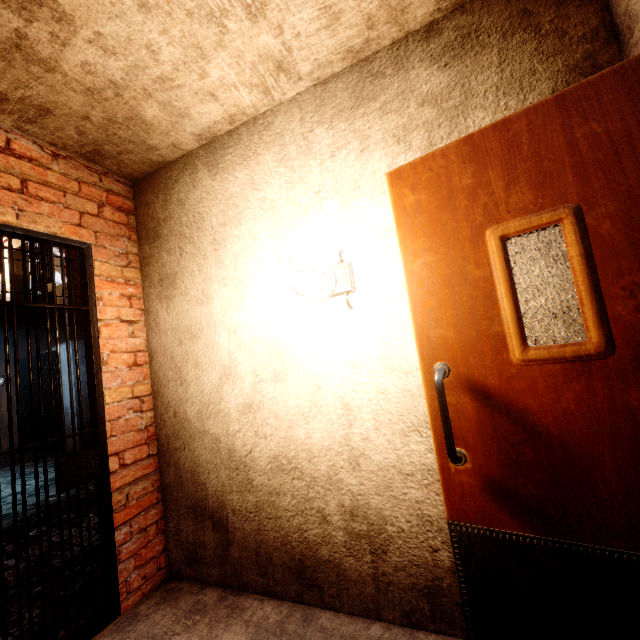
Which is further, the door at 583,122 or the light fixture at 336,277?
the light fixture at 336,277

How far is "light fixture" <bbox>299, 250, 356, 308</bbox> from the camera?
1.61m

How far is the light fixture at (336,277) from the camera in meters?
1.6 m

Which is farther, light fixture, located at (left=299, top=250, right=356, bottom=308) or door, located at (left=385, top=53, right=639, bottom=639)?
light fixture, located at (left=299, top=250, right=356, bottom=308)

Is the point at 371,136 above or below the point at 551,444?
above
